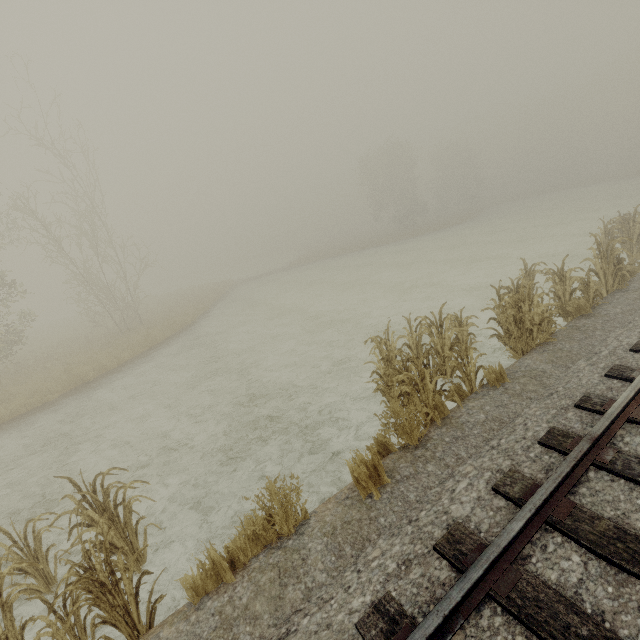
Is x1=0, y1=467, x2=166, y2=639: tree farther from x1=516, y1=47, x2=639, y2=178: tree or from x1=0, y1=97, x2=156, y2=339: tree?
x1=516, y1=47, x2=639, y2=178: tree

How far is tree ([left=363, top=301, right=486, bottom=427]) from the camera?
5.3 meters

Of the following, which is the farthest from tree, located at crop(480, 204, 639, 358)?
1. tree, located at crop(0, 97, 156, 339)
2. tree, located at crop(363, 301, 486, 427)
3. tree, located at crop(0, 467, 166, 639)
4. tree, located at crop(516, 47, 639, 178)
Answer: tree, located at crop(516, 47, 639, 178)

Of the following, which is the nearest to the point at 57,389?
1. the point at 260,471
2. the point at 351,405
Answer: the point at 260,471

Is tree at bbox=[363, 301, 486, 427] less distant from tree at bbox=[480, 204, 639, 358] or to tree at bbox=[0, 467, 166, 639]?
tree at bbox=[480, 204, 639, 358]

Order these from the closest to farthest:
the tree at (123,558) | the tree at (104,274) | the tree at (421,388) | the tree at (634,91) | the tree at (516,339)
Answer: the tree at (123,558), the tree at (421,388), the tree at (516,339), the tree at (104,274), the tree at (634,91)

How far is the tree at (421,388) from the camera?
5.3 meters
